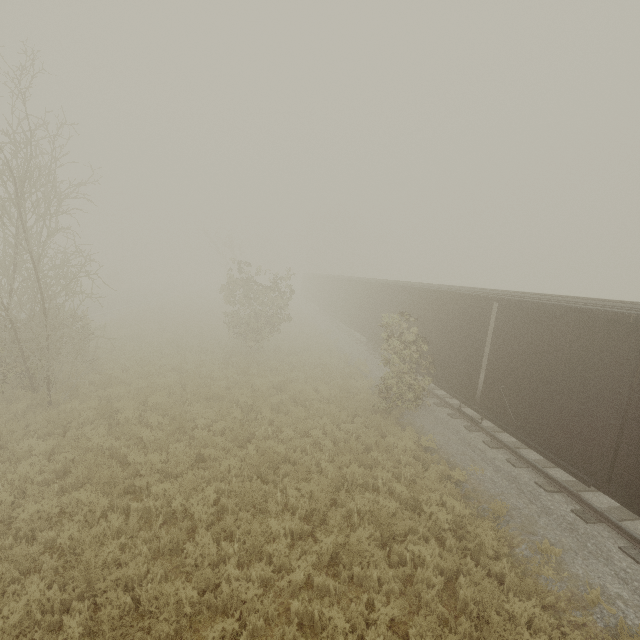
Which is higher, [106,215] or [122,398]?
[106,215]
